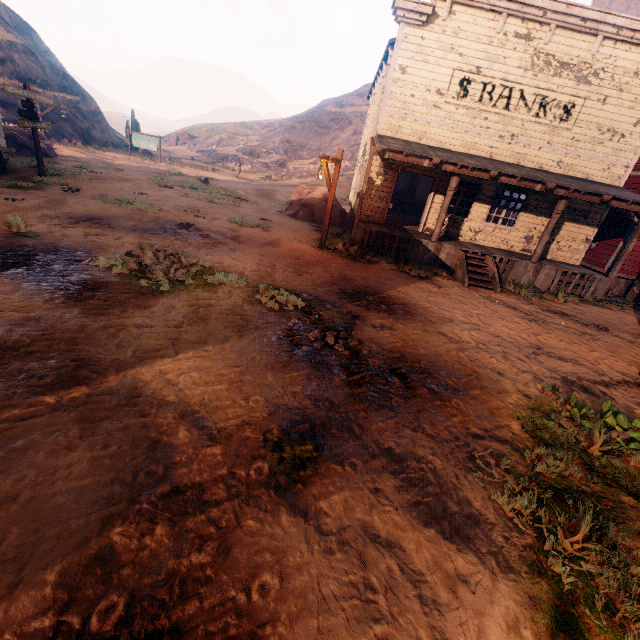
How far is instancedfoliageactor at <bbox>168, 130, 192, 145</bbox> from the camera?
56.8 meters

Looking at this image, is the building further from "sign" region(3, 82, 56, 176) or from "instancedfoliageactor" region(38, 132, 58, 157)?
"instancedfoliageactor" region(38, 132, 58, 157)

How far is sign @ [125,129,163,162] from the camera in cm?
2984

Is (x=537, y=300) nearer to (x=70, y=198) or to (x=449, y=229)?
(x=449, y=229)

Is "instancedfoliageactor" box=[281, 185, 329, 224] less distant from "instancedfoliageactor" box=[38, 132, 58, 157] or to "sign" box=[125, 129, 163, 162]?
"instancedfoliageactor" box=[38, 132, 58, 157]

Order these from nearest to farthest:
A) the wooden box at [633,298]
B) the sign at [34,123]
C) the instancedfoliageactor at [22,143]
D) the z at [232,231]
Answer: the z at [232,231] < the sign at [34,123] < the wooden box at [633,298] < the instancedfoliageactor at [22,143]

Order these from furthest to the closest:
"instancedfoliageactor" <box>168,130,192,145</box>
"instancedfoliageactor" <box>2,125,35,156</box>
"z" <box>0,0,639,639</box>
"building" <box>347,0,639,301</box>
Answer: "instancedfoliageactor" <box>168,130,192,145</box>, "instancedfoliageactor" <box>2,125,35,156</box>, "building" <box>347,0,639,301</box>, "z" <box>0,0,639,639</box>

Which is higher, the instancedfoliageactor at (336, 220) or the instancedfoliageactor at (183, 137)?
the instancedfoliageactor at (183, 137)
